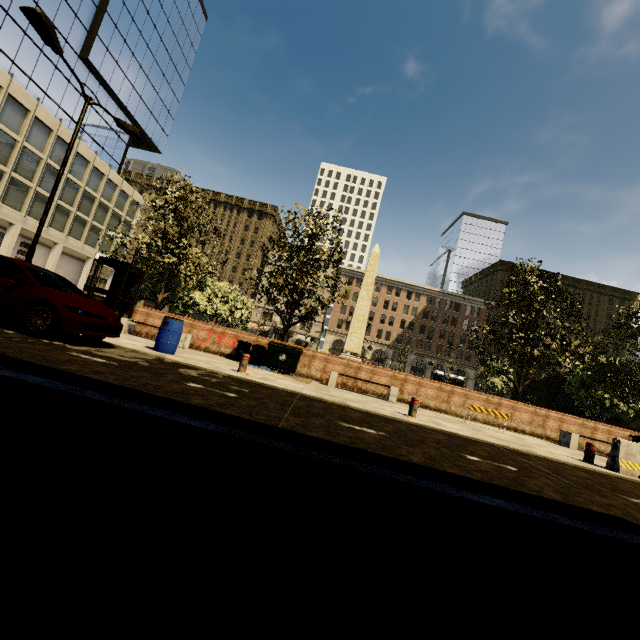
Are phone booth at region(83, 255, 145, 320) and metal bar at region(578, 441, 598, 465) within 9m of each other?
no

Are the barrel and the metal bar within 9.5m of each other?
no

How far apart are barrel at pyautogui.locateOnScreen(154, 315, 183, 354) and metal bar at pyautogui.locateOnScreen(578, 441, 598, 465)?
11.84m

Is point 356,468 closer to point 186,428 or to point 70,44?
point 186,428

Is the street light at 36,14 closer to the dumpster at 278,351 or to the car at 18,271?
the car at 18,271

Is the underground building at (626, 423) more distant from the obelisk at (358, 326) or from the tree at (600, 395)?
the obelisk at (358, 326)

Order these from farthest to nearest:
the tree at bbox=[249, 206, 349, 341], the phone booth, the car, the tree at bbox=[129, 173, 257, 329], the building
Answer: the building, the tree at bbox=[129, 173, 257, 329], the tree at bbox=[249, 206, 349, 341], the phone booth, the car

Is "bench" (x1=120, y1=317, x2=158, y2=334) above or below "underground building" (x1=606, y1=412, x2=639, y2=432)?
below
